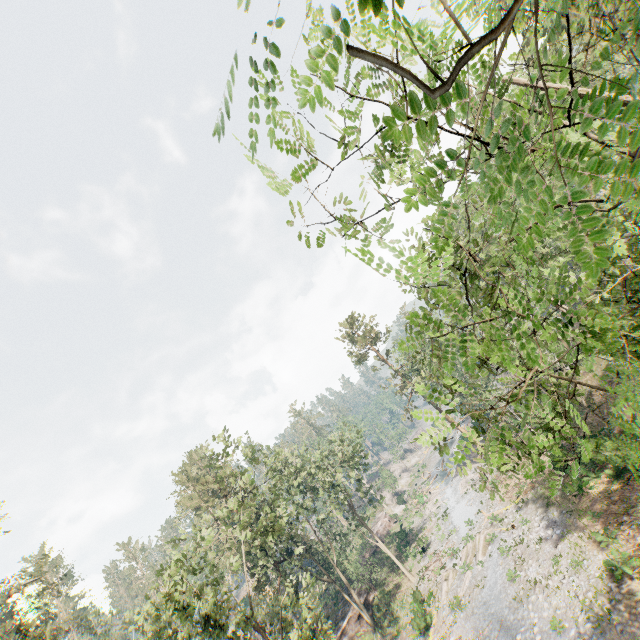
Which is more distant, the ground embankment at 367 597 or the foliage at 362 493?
the foliage at 362 493

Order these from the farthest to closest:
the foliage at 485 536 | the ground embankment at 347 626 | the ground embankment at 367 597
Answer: the ground embankment at 367 597
the ground embankment at 347 626
the foliage at 485 536

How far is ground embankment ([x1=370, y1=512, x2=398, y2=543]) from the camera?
51.71m

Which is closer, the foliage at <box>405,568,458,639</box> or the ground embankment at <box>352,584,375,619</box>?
the foliage at <box>405,568,458,639</box>

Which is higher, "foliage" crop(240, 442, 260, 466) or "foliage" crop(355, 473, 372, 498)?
"foliage" crop(240, 442, 260, 466)

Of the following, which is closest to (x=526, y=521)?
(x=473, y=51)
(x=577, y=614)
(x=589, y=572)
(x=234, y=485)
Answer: (x=589, y=572)
